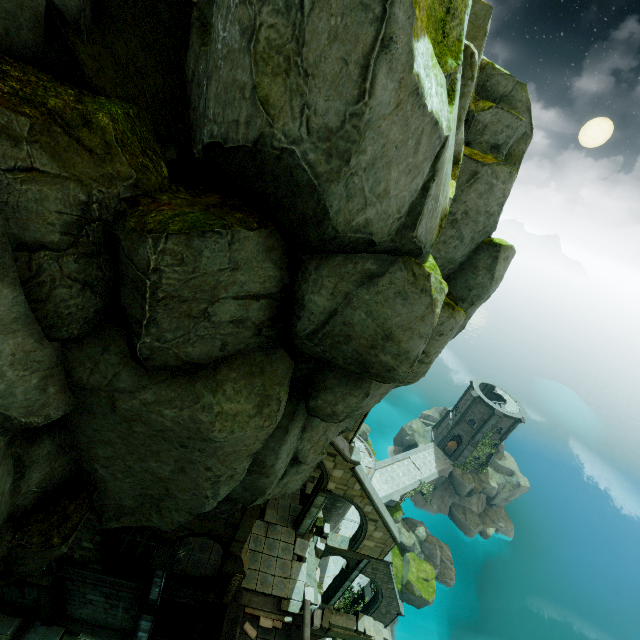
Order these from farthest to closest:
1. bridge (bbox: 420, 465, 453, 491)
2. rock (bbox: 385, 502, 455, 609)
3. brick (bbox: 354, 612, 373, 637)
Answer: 1. bridge (bbox: 420, 465, 453, 491)
2. rock (bbox: 385, 502, 455, 609)
3. brick (bbox: 354, 612, 373, 637)

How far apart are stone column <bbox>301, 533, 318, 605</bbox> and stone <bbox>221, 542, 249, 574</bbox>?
5.1m

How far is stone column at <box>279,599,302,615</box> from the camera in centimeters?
1653cm

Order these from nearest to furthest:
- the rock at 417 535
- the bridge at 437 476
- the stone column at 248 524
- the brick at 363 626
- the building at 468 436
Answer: the stone column at 248 524 < the brick at 363 626 < the rock at 417 535 < the bridge at 437 476 < the building at 468 436

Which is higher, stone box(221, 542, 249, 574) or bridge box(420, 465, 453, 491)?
stone box(221, 542, 249, 574)

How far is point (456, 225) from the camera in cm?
811

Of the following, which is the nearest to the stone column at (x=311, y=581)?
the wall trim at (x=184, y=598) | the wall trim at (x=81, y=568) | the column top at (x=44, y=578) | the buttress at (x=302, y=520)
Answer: the buttress at (x=302, y=520)

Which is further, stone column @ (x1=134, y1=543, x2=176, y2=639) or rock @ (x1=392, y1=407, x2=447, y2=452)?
rock @ (x1=392, y1=407, x2=447, y2=452)
